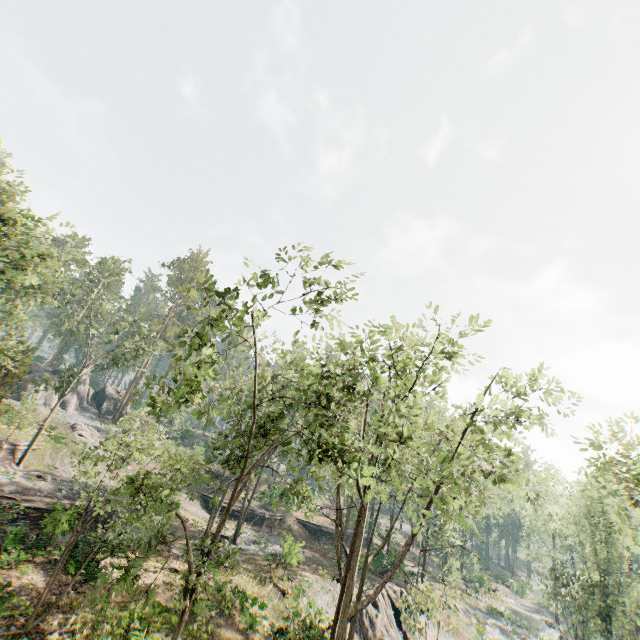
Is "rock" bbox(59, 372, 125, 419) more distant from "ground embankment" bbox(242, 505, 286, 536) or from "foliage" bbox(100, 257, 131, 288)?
"ground embankment" bbox(242, 505, 286, 536)

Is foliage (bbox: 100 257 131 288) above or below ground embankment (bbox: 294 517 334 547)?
above

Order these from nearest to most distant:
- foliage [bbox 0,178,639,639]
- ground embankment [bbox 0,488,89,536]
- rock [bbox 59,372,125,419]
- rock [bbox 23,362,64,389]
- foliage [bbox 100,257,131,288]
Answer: foliage [bbox 0,178,639,639]
ground embankment [bbox 0,488,89,536]
foliage [bbox 100,257,131,288]
rock [bbox 23,362,64,389]
rock [bbox 59,372,125,419]

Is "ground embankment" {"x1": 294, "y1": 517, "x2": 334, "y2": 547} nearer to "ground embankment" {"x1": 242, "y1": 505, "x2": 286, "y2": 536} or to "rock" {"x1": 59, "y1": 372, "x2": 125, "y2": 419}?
"ground embankment" {"x1": 242, "y1": 505, "x2": 286, "y2": 536}

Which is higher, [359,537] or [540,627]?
[359,537]

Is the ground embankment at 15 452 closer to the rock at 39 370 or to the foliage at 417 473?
the foliage at 417 473

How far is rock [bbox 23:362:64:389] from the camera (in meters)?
45.25

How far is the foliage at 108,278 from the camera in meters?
34.1
